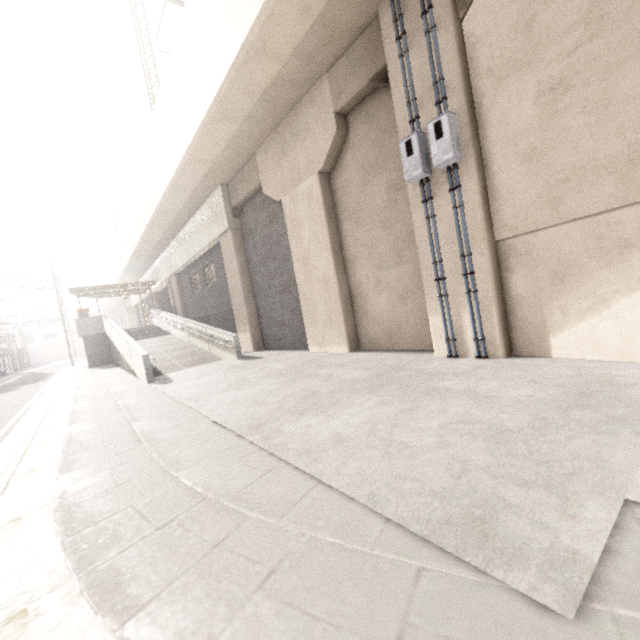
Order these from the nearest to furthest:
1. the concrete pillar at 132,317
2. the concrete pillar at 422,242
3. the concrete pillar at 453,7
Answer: the concrete pillar at 453,7
the concrete pillar at 422,242
the concrete pillar at 132,317

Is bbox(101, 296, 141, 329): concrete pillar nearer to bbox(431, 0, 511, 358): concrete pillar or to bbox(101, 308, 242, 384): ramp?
bbox(101, 308, 242, 384): ramp

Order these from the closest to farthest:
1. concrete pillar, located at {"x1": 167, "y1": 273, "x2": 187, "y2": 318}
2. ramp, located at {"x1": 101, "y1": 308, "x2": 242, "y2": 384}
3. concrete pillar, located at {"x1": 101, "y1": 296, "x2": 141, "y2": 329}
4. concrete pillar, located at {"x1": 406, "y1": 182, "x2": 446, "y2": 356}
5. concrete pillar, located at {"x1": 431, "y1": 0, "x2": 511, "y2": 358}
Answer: concrete pillar, located at {"x1": 431, "y1": 0, "x2": 511, "y2": 358}, concrete pillar, located at {"x1": 406, "y1": 182, "x2": 446, "y2": 356}, ramp, located at {"x1": 101, "y1": 308, "x2": 242, "y2": 384}, concrete pillar, located at {"x1": 167, "y1": 273, "x2": 187, "y2": 318}, concrete pillar, located at {"x1": 101, "y1": 296, "x2": 141, "y2": 329}

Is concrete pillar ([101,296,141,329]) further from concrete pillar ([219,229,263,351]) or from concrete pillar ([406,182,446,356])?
concrete pillar ([406,182,446,356])

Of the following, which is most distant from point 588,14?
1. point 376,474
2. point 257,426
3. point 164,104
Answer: point 164,104

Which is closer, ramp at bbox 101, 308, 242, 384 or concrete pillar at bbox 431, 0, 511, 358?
concrete pillar at bbox 431, 0, 511, 358

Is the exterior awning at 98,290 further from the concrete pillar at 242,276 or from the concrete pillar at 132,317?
the concrete pillar at 132,317

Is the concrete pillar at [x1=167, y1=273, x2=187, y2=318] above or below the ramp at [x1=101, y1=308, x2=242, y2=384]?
above
